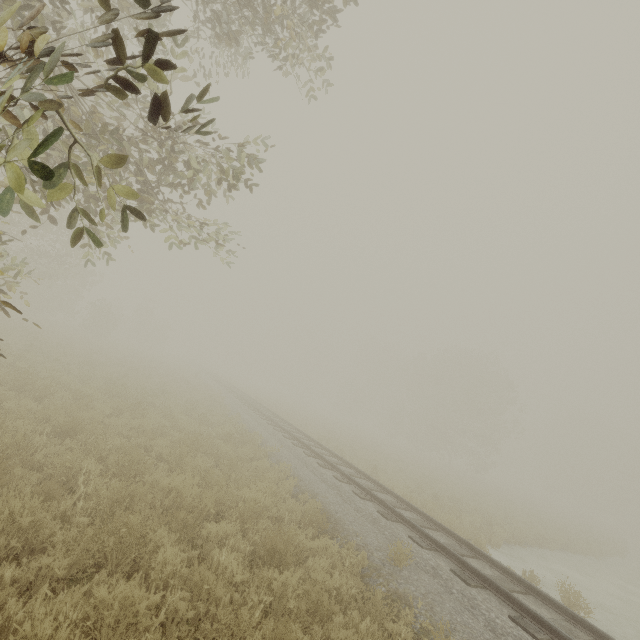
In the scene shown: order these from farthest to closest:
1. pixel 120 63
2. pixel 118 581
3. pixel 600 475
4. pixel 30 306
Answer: pixel 600 475 < pixel 30 306 < pixel 118 581 < pixel 120 63
